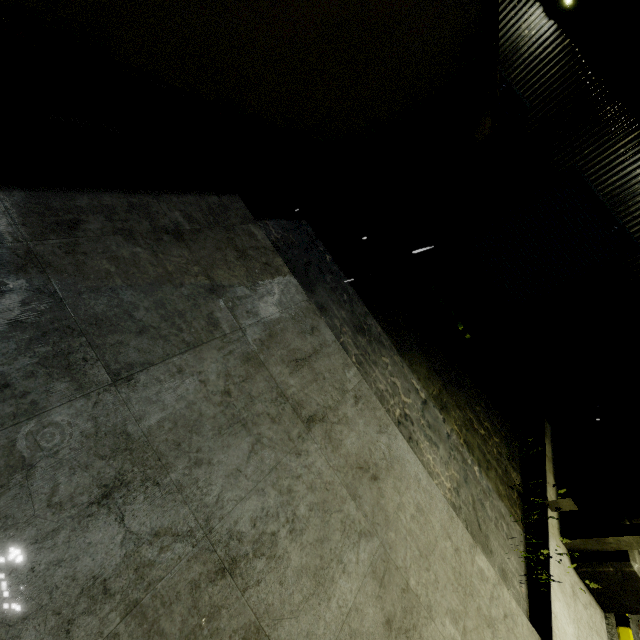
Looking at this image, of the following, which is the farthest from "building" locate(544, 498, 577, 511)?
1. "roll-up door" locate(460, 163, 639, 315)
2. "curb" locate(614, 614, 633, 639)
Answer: "curb" locate(614, 614, 633, 639)

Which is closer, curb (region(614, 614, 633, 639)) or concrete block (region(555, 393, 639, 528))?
curb (region(614, 614, 633, 639))

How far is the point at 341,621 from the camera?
2.5m

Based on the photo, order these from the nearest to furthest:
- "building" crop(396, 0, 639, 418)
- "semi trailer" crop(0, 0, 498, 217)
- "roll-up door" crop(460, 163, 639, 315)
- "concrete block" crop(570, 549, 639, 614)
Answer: "semi trailer" crop(0, 0, 498, 217), "concrete block" crop(570, 549, 639, 614), "building" crop(396, 0, 639, 418), "roll-up door" crop(460, 163, 639, 315)

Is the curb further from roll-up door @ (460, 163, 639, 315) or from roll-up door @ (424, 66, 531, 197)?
roll-up door @ (424, 66, 531, 197)

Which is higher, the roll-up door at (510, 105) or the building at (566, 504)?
the roll-up door at (510, 105)

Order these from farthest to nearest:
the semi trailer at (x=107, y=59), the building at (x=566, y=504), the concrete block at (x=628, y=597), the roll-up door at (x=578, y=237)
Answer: the roll-up door at (x=578, y=237)
the building at (x=566, y=504)
the concrete block at (x=628, y=597)
the semi trailer at (x=107, y=59)
